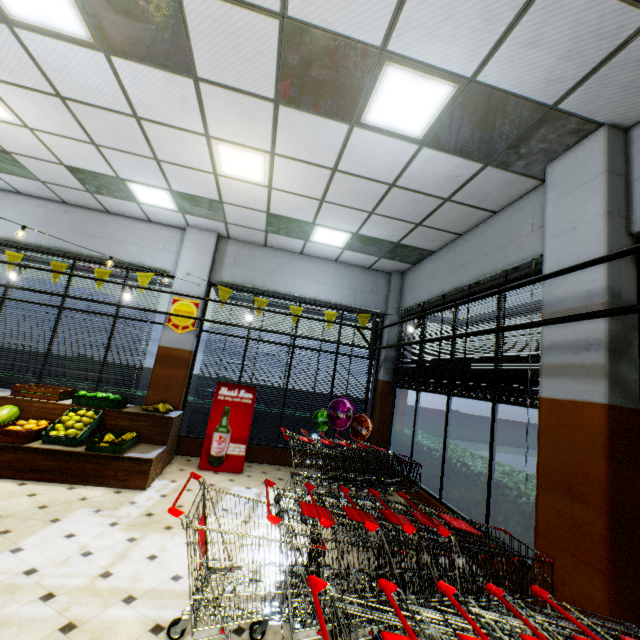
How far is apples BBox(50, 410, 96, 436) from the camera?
5.0 meters

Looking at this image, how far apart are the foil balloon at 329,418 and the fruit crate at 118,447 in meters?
3.4 m

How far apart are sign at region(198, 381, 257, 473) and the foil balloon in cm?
145

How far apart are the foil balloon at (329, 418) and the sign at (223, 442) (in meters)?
1.45

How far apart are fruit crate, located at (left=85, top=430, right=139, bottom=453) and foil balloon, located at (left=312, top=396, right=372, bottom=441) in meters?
3.4 m

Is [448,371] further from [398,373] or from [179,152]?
[179,152]

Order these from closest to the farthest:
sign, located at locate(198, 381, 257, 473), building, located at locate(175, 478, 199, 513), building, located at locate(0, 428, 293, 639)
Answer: building, located at locate(0, 428, 293, 639) < building, located at locate(175, 478, 199, 513) < sign, located at locate(198, 381, 257, 473)

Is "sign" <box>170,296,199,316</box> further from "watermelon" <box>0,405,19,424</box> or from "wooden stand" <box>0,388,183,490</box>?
"watermelon" <box>0,405,19,424</box>
